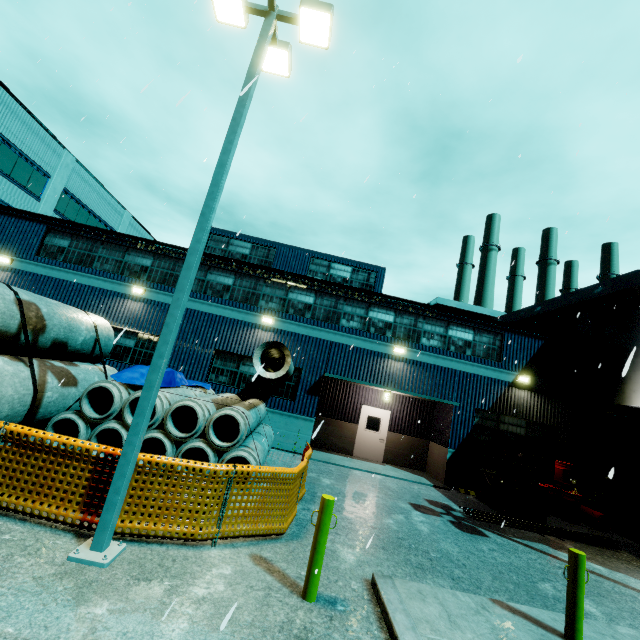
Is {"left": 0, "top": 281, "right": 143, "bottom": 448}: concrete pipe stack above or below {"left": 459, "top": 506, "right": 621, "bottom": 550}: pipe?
above

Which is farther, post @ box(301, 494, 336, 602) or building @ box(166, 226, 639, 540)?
building @ box(166, 226, 639, 540)

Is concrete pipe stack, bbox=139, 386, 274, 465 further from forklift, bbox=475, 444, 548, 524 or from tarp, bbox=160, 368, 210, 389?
forklift, bbox=475, 444, 548, 524

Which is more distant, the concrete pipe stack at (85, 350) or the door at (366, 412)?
the door at (366, 412)

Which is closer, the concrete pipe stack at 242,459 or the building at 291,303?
the concrete pipe stack at 242,459

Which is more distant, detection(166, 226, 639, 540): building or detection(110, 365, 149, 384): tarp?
detection(166, 226, 639, 540): building

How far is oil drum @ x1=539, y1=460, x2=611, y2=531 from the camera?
12.3m

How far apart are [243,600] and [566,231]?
6.80m
